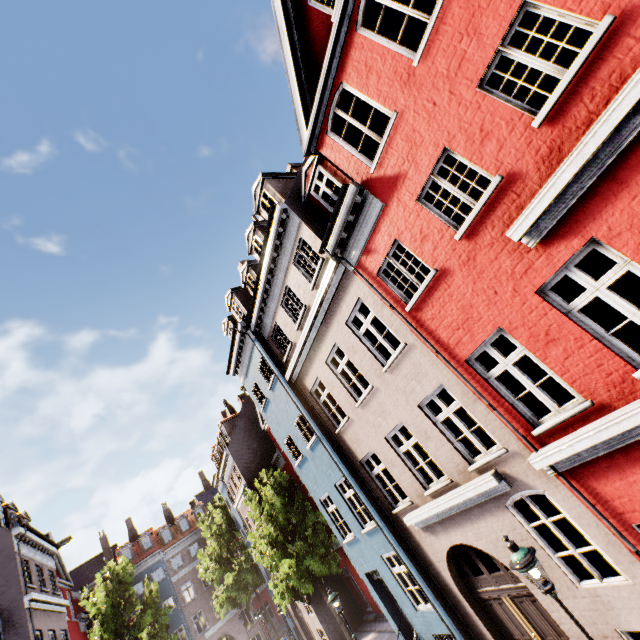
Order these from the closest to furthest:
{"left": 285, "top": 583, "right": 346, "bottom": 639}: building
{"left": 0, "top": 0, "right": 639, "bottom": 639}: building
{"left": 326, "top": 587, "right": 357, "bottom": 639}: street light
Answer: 1. {"left": 0, "top": 0, "right": 639, "bottom": 639}: building
2. {"left": 326, "top": 587, "right": 357, "bottom": 639}: street light
3. {"left": 285, "top": 583, "right": 346, "bottom": 639}: building

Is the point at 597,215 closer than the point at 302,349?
Yes

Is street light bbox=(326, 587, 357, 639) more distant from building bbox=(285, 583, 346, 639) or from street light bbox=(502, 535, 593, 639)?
street light bbox=(502, 535, 593, 639)

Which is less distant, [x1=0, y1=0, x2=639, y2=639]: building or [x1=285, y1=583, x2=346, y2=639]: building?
[x1=0, y1=0, x2=639, y2=639]: building

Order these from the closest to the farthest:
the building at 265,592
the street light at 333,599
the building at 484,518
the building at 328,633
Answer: the building at 484,518 → the street light at 333,599 → the building at 328,633 → the building at 265,592

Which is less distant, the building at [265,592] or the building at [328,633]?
the building at [328,633]
